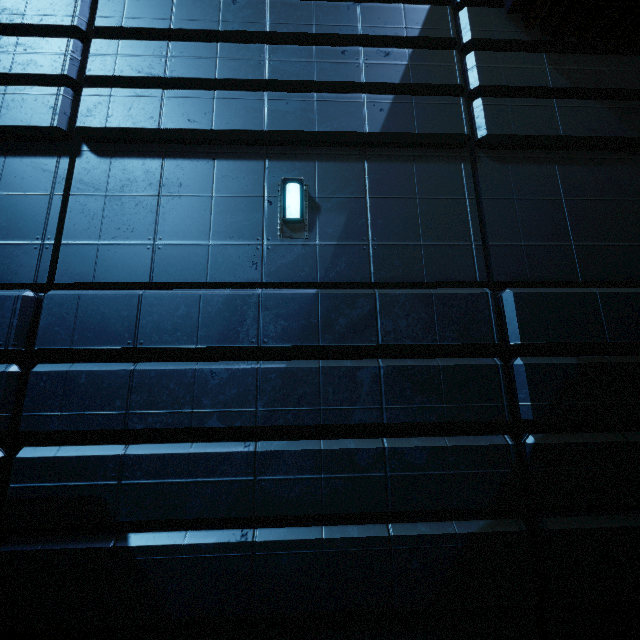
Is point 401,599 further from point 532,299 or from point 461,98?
point 461,98
